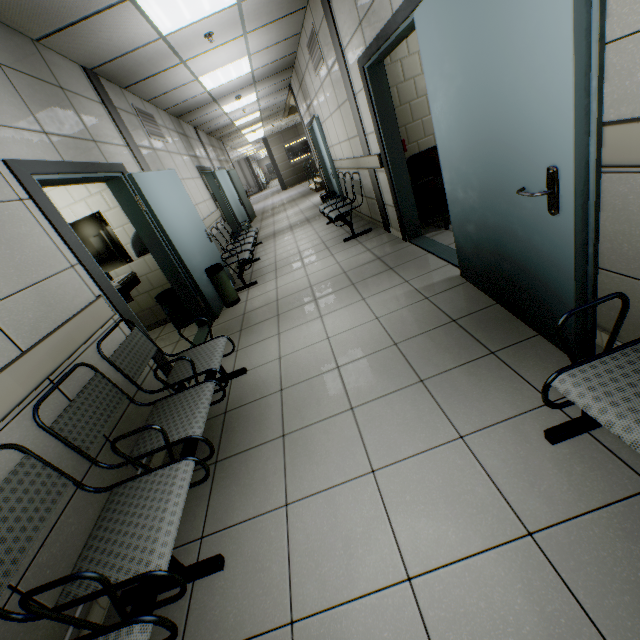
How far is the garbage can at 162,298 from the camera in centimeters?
464cm

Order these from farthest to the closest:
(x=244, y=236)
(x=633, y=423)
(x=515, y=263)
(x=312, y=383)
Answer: (x=244, y=236)
(x=312, y=383)
(x=515, y=263)
(x=633, y=423)

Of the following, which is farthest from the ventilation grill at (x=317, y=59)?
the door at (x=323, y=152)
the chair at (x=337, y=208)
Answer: the chair at (x=337, y=208)

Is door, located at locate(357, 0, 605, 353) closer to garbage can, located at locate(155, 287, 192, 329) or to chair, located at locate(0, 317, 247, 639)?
chair, located at locate(0, 317, 247, 639)

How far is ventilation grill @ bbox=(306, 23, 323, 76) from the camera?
4.91m

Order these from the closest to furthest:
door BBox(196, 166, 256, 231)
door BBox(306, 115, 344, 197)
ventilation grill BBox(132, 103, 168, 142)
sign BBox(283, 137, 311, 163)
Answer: ventilation grill BBox(132, 103, 168, 142) → door BBox(306, 115, 344, 197) → door BBox(196, 166, 256, 231) → sign BBox(283, 137, 311, 163)

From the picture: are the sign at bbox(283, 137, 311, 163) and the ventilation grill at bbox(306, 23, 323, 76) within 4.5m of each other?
no

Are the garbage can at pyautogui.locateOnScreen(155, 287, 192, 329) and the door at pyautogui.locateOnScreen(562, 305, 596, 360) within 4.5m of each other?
yes
